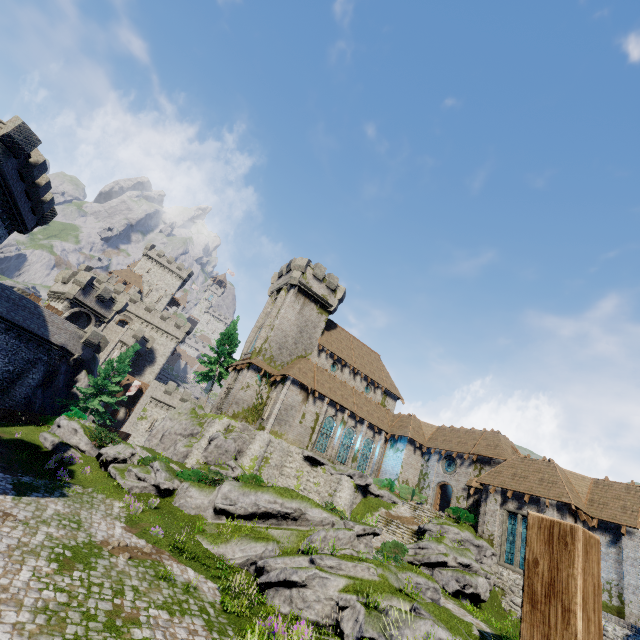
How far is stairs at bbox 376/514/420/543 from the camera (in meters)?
23.94

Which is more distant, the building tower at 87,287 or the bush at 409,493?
the building tower at 87,287

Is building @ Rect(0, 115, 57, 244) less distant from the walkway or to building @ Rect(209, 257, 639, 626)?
the walkway

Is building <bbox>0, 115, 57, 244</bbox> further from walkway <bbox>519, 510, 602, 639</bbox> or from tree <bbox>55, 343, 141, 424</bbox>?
walkway <bbox>519, 510, 602, 639</bbox>

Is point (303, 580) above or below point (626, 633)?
below

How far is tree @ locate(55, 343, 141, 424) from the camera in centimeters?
3256cm

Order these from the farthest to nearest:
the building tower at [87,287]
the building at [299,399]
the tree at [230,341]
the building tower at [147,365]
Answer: the building tower at [147,365], the tree at [230,341], the building tower at [87,287], the building at [299,399]

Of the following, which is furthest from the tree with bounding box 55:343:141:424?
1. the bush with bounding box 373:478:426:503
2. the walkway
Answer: the walkway
